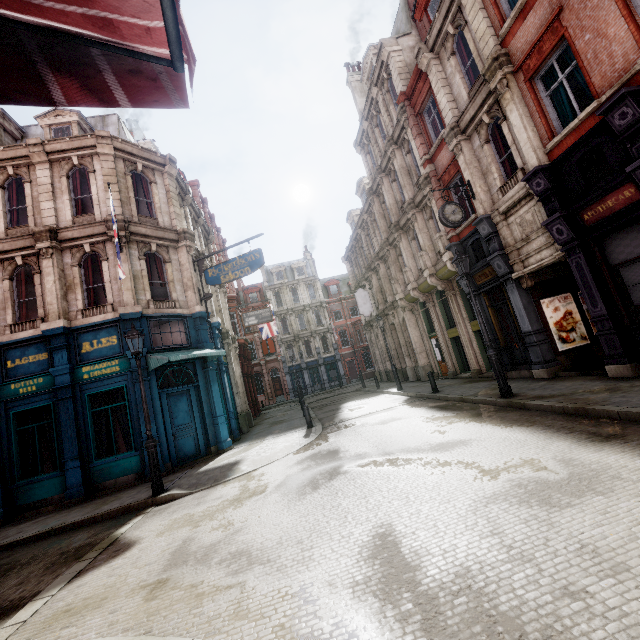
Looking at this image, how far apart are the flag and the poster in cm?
2104

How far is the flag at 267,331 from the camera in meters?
29.0

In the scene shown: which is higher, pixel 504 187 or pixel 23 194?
pixel 23 194

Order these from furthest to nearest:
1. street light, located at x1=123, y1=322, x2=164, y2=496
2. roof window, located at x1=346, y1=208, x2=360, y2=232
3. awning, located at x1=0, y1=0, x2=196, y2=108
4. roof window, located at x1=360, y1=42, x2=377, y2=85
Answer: roof window, located at x1=346, y1=208, x2=360, y2=232 < roof window, located at x1=360, y1=42, x2=377, y2=85 < street light, located at x1=123, y1=322, x2=164, y2=496 < awning, located at x1=0, y1=0, x2=196, y2=108

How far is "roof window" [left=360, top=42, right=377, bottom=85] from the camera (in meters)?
19.86

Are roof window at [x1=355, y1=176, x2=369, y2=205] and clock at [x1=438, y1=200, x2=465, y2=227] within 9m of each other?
no

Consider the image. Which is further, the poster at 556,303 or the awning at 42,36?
the poster at 556,303

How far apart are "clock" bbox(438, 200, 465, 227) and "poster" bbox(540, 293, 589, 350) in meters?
3.9 m
